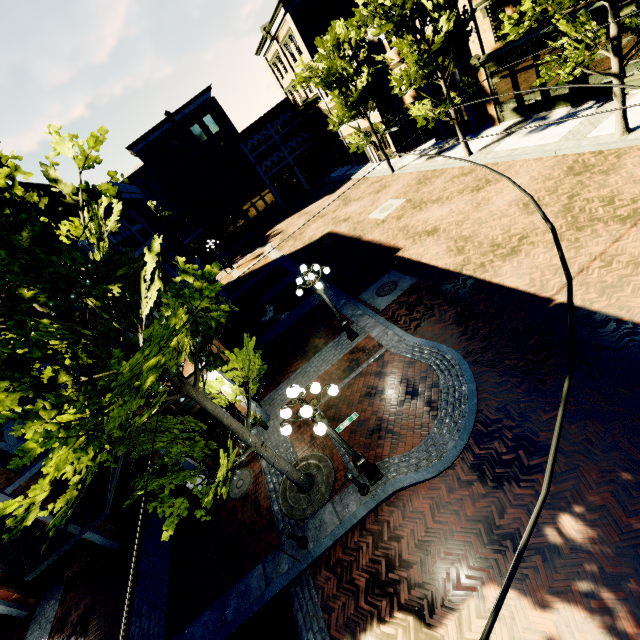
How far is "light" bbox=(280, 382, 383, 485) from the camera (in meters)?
6.10

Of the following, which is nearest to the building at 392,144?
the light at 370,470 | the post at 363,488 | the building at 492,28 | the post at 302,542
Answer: the building at 492,28

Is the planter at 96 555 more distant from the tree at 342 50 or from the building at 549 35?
the building at 549 35

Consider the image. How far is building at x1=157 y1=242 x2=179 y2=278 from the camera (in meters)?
15.25

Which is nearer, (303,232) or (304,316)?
(304,316)

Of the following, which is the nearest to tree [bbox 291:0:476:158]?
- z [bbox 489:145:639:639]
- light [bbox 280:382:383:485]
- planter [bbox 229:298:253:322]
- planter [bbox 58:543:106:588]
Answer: z [bbox 489:145:639:639]

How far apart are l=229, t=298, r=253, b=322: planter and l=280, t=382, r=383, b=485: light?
14.4m

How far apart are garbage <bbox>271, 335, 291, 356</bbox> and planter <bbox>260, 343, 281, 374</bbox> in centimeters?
5cm
